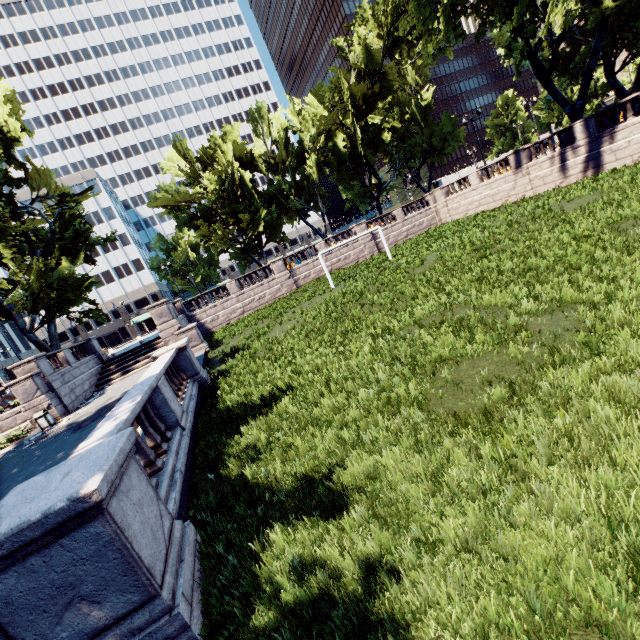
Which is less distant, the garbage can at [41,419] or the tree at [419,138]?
the garbage can at [41,419]

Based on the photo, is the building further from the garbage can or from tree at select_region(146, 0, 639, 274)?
the garbage can

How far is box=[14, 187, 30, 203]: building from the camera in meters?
58.8 m

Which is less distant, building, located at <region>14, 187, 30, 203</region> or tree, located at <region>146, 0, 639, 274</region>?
tree, located at <region>146, 0, 639, 274</region>

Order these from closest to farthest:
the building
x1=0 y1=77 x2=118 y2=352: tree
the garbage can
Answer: the garbage can, x1=0 y1=77 x2=118 y2=352: tree, the building

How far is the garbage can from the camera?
17.6 meters

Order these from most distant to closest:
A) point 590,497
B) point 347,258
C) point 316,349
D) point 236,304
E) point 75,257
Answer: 1. point 347,258
2. point 236,304
3. point 75,257
4. point 316,349
5. point 590,497

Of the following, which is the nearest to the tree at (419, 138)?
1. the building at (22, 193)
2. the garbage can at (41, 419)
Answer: the building at (22, 193)
